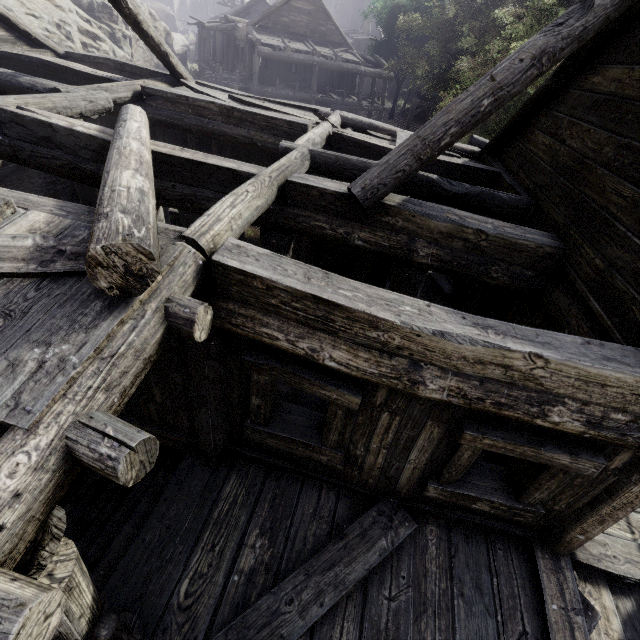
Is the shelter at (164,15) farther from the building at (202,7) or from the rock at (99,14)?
the building at (202,7)

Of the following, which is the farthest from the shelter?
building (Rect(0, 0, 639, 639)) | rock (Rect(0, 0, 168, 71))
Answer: building (Rect(0, 0, 639, 639))

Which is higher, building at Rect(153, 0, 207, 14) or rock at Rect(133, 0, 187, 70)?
building at Rect(153, 0, 207, 14)

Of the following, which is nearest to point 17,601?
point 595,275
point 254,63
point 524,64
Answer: point 595,275

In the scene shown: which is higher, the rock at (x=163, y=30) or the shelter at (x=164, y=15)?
the shelter at (x=164, y=15)

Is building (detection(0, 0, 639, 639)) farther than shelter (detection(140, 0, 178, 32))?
No
